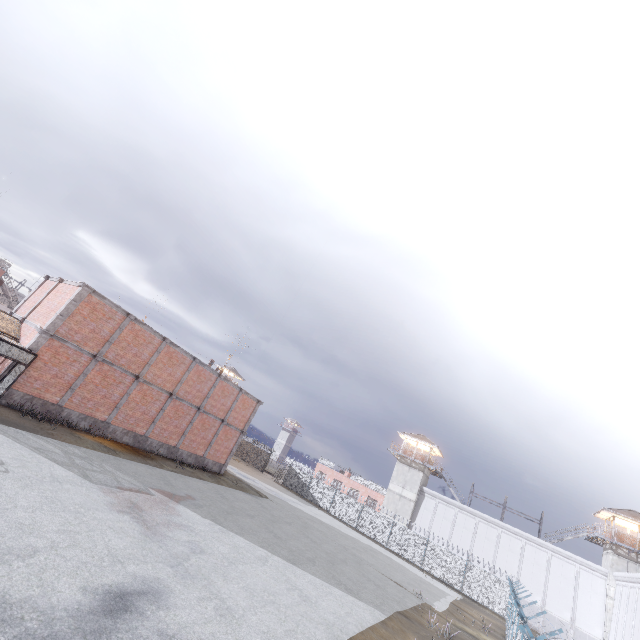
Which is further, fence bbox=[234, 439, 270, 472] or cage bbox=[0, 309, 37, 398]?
fence bbox=[234, 439, 270, 472]

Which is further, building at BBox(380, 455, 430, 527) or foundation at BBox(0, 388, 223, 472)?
building at BBox(380, 455, 430, 527)

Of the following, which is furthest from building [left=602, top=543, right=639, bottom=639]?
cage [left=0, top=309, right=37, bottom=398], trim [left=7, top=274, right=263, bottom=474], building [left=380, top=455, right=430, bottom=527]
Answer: cage [left=0, top=309, right=37, bottom=398]

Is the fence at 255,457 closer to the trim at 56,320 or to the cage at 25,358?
the cage at 25,358

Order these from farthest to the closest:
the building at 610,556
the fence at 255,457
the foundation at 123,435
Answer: the fence at 255,457, the building at 610,556, the foundation at 123,435

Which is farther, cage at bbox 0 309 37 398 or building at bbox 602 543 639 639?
building at bbox 602 543 639 639

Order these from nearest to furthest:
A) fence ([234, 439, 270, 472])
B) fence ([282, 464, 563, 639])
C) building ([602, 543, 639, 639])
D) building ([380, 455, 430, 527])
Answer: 1. fence ([282, 464, 563, 639])
2. building ([602, 543, 639, 639])
3. building ([380, 455, 430, 527])
4. fence ([234, 439, 270, 472])

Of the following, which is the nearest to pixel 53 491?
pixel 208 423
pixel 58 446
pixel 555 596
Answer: pixel 58 446
